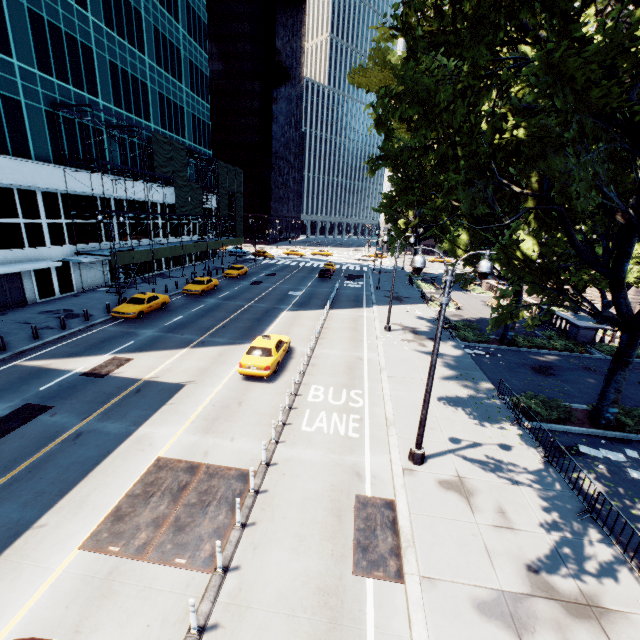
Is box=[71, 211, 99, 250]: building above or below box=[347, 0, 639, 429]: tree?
below

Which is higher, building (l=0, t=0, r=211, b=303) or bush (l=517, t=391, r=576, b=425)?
building (l=0, t=0, r=211, b=303)

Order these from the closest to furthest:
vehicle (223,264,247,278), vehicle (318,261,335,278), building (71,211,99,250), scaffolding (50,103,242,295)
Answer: scaffolding (50,103,242,295) → building (71,211,99,250) → vehicle (223,264,247,278) → vehicle (318,261,335,278)

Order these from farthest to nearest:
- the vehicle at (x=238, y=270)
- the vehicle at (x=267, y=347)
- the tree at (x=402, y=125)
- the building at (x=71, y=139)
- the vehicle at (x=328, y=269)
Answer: the vehicle at (x=328, y=269)
the vehicle at (x=238, y=270)
the building at (x=71, y=139)
the vehicle at (x=267, y=347)
the tree at (x=402, y=125)

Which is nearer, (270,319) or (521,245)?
(521,245)

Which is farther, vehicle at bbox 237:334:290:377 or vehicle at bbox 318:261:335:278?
vehicle at bbox 318:261:335:278

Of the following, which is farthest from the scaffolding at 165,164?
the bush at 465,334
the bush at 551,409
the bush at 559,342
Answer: the bush at 559,342

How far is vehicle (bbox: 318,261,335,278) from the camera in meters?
45.6
